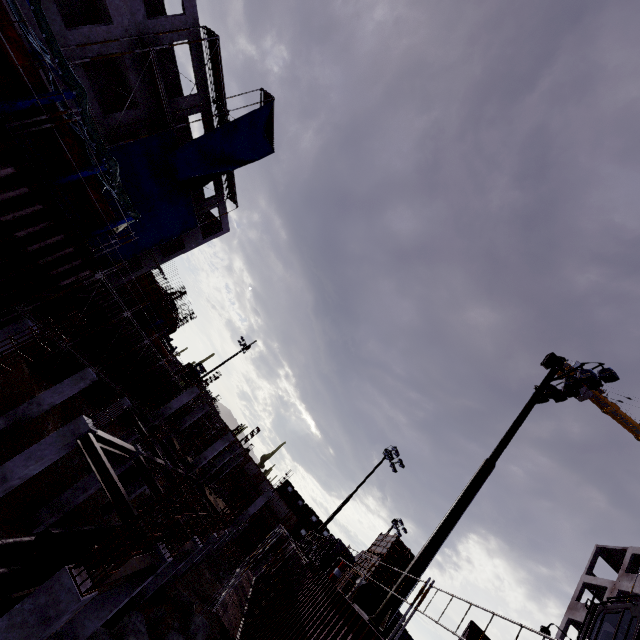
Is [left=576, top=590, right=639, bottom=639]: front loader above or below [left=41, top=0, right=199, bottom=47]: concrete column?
below

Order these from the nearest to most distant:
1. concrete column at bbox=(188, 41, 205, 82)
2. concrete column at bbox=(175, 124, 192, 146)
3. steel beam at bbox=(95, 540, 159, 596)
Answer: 1. steel beam at bbox=(95, 540, 159, 596)
2. concrete column at bbox=(188, 41, 205, 82)
3. concrete column at bbox=(175, 124, 192, 146)

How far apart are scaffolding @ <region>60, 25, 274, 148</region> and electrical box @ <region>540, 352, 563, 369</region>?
23.4m

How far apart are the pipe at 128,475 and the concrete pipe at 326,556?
12.99m

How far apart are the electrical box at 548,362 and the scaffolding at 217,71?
23.4 meters

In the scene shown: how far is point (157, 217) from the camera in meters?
23.4 m

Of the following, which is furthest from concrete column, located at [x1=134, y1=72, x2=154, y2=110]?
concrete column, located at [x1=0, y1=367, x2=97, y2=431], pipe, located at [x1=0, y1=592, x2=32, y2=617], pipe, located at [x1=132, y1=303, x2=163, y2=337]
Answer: pipe, located at [x1=0, y1=592, x2=32, y2=617]

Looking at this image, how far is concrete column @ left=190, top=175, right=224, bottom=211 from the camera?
27.1m
